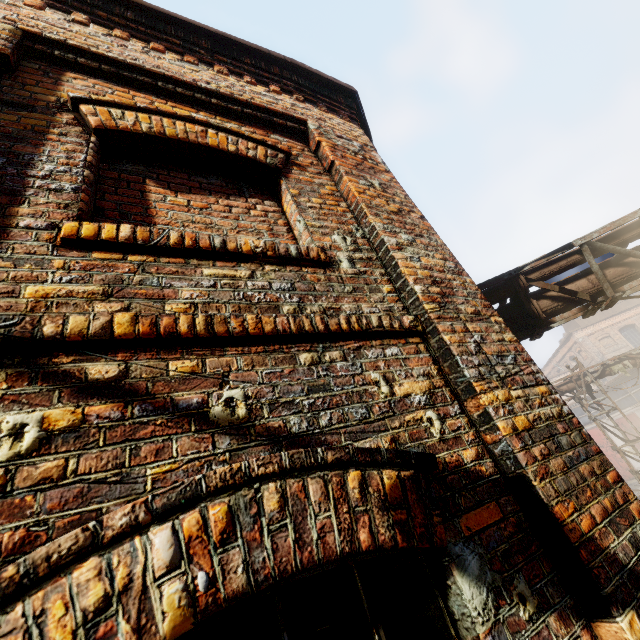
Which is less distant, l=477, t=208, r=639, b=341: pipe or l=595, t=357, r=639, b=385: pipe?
l=477, t=208, r=639, b=341: pipe

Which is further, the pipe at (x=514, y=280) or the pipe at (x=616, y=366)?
the pipe at (x=616, y=366)

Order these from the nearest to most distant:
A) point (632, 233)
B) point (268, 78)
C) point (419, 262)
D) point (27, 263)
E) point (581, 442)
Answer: point (27, 263)
point (581, 442)
point (419, 262)
point (268, 78)
point (632, 233)
